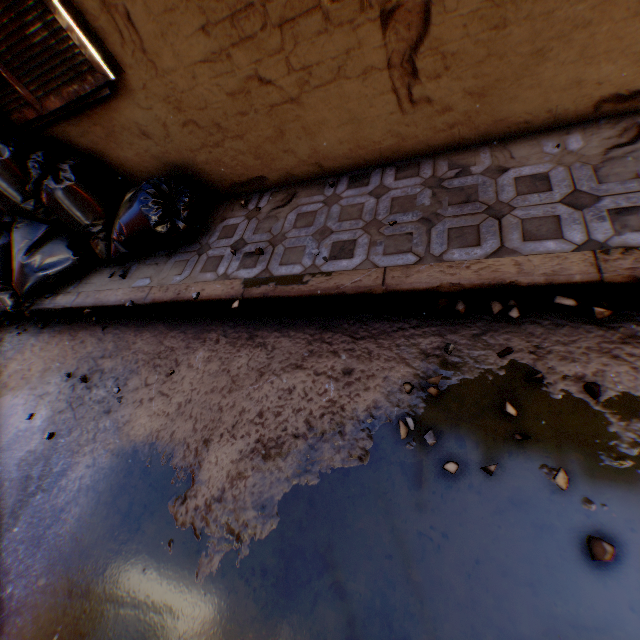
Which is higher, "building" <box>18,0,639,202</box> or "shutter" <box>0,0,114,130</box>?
"shutter" <box>0,0,114,130</box>

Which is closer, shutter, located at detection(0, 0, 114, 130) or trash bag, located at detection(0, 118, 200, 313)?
shutter, located at detection(0, 0, 114, 130)

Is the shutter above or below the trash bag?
above

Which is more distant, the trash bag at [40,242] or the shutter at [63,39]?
the trash bag at [40,242]

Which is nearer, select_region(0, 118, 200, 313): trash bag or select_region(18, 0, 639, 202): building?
select_region(18, 0, 639, 202): building

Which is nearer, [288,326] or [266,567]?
[266,567]

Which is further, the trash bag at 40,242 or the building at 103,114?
the trash bag at 40,242
